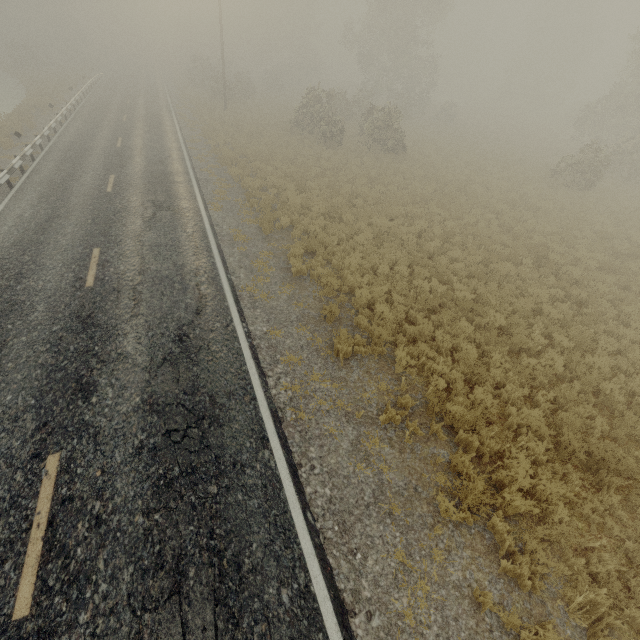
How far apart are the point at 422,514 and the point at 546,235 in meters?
14.9
